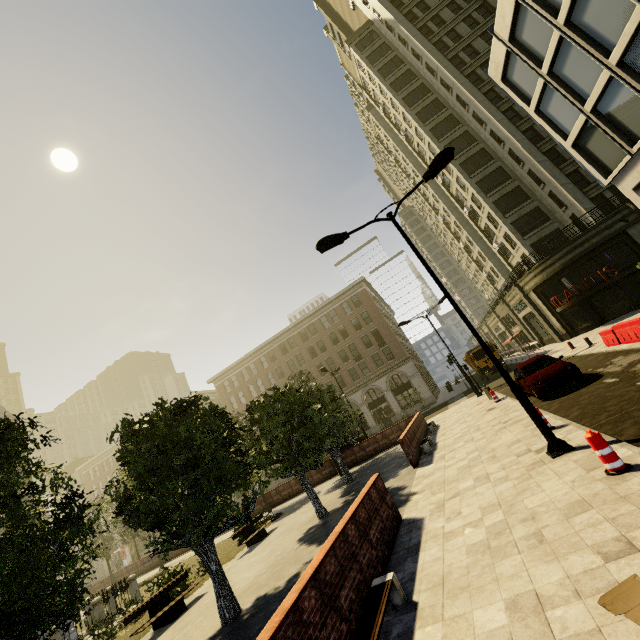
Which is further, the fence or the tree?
the fence

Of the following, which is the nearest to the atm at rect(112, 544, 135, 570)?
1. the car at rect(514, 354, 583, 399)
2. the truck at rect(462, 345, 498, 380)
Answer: the truck at rect(462, 345, 498, 380)

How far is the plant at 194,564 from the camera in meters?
13.1 m

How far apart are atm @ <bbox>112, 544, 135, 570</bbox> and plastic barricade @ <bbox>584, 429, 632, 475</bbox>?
71.8m

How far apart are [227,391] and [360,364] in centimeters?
2329cm

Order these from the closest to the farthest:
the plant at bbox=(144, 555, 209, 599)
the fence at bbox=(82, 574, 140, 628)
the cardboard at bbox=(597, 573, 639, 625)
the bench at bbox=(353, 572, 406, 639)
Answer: the cardboard at bbox=(597, 573, 639, 625) → the bench at bbox=(353, 572, 406, 639) → the plant at bbox=(144, 555, 209, 599) → the fence at bbox=(82, 574, 140, 628)

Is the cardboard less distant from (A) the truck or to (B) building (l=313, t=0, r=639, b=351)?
(B) building (l=313, t=0, r=639, b=351)

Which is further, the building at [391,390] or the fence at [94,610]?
the building at [391,390]
